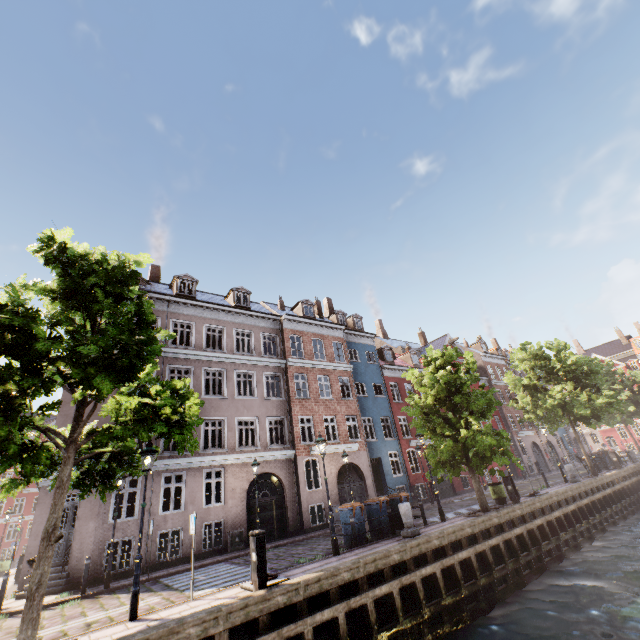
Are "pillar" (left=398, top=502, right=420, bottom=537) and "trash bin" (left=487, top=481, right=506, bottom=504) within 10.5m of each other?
yes

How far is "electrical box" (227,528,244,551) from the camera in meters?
15.7

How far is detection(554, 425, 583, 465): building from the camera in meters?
40.8 m

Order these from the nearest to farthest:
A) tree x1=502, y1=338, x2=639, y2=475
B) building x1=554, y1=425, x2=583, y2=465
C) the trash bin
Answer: the trash bin
tree x1=502, y1=338, x2=639, y2=475
building x1=554, y1=425, x2=583, y2=465

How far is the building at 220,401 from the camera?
16.5m

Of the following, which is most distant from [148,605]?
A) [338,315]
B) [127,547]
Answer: [338,315]
